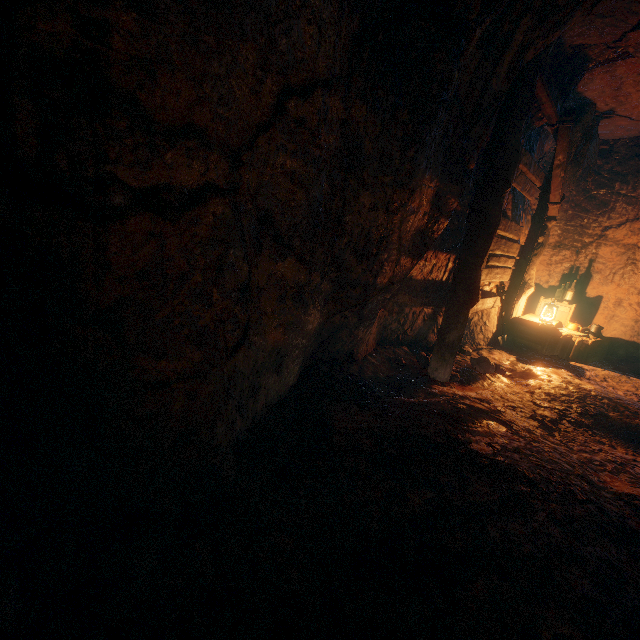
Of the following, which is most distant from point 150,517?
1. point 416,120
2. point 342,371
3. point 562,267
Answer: point 562,267

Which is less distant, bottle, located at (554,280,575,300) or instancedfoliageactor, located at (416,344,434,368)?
instancedfoliageactor, located at (416,344,434,368)

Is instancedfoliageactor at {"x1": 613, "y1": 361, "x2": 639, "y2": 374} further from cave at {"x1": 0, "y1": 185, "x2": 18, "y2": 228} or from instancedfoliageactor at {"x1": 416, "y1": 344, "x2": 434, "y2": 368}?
cave at {"x1": 0, "y1": 185, "x2": 18, "y2": 228}

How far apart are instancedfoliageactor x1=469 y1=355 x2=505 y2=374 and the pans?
2.4m

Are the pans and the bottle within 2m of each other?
yes

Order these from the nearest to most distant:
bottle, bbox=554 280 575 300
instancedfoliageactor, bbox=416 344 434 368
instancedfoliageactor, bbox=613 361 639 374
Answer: instancedfoliageactor, bbox=416 344 434 368 → instancedfoliageactor, bbox=613 361 639 374 → bottle, bbox=554 280 575 300

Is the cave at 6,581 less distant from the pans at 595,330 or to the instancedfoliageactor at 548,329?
the instancedfoliageactor at 548,329

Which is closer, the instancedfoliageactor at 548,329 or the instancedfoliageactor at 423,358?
the instancedfoliageactor at 423,358
